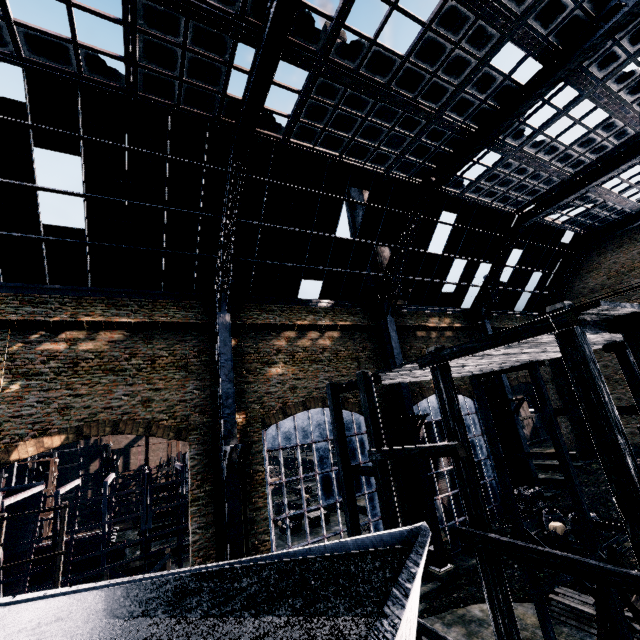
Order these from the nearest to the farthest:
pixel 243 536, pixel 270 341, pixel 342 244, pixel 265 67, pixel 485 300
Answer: pixel 265 67
pixel 243 536
pixel 270 341
pixel 342 244
pixel 485 300

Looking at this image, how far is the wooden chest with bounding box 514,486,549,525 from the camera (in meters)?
23.36

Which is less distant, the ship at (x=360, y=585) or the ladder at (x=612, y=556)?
the ship at (x=360, y=585)

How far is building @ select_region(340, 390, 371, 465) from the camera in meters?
21.8

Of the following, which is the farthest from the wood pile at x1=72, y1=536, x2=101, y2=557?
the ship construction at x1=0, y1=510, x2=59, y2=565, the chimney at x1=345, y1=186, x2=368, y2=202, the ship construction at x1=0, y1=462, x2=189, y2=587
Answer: the chimney at x1=345, y1=186, x2=368, y2=202

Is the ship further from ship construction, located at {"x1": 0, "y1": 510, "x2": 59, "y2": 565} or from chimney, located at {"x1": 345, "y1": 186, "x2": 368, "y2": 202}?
chimney, located at {"x1": 345, "y1": 186, "x2": 368, "y2": 202}

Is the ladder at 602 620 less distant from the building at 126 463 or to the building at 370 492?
the building at 370 492

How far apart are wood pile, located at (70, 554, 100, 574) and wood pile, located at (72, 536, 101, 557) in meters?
0.3 m
